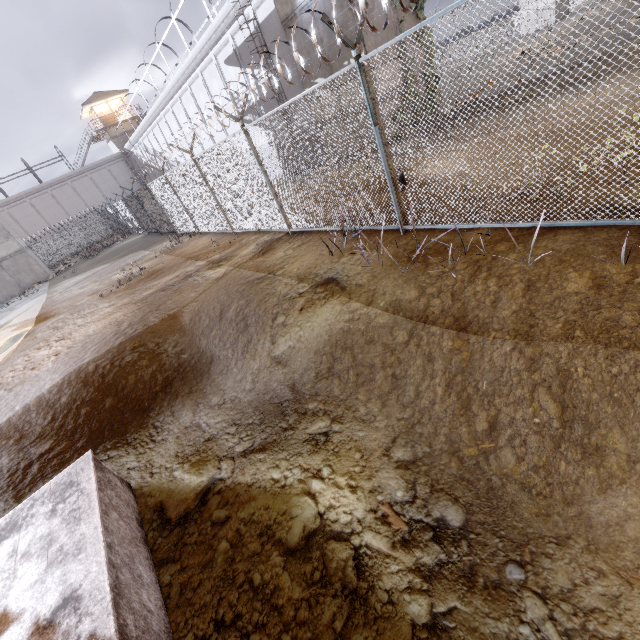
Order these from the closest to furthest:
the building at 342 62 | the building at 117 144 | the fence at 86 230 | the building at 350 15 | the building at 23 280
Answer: the fence at 86 230
the building at 350 15
the building at 342 62
the building at 23 280
the building at 117 144

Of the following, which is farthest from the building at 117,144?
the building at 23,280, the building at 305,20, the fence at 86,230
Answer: the building at 305,20

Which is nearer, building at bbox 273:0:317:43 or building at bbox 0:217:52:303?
building at bbox 273:0:317:43

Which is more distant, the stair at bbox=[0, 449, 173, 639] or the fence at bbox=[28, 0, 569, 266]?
the fence at bbox=[28, 0, 569, 266]

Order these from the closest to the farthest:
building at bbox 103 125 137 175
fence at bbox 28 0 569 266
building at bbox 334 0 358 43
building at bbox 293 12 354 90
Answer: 1. fence at bbox 28 0 569 266
2. building at bbox 334 0 358 43
3. building at bbox 293 12 354 90
4. building at bbox 103 125 137 175

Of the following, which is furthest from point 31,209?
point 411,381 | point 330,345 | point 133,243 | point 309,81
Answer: point 411,381

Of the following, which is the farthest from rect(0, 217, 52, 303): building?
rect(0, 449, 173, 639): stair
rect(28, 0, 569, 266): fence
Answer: rect(0, 449, 173, 639): stair

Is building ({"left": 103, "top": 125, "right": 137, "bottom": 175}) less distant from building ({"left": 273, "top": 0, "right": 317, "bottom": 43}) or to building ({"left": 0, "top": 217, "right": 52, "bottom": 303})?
building ({"left": 0, "top": 217, "right": 52, "bottom": 303})
